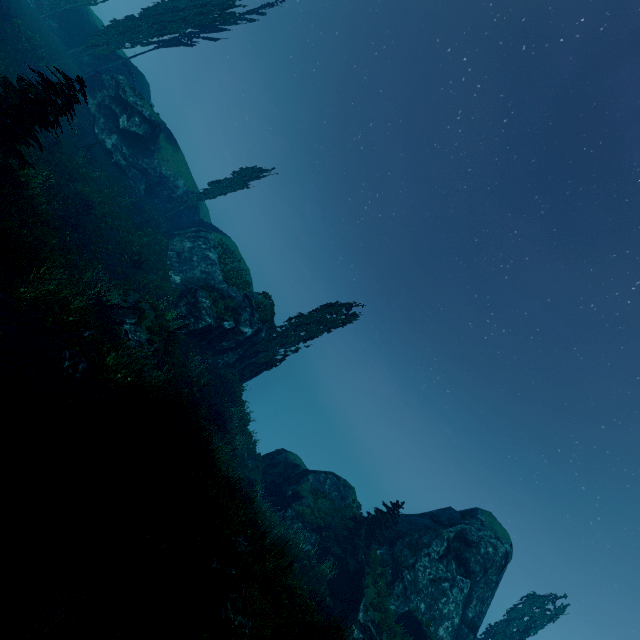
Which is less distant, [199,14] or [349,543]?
[349,543]

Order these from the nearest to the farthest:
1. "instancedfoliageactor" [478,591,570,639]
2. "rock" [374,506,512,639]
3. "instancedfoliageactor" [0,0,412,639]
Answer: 1. "instancedfoliageactor" [0,0,412,639]
2. "rock" [374,506,512,639]
3. "instancedfoliageactor" [478,591,570,639]

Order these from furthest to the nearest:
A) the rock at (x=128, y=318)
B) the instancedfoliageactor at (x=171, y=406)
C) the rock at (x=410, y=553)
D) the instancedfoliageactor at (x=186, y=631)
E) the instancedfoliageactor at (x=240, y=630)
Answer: the rock at (x=410, y=553) → the rock at (x=128, y=318) → the instancedfoliageactor at (x=171, y=406) → the instancedfoliageactor at (x=240, y=630) → the instancedfoliageactor at (x=186, y=631)

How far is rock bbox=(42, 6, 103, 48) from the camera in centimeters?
2855cm

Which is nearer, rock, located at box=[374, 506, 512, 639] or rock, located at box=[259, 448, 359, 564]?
rock, located at box=[374, 506, 512, 639]

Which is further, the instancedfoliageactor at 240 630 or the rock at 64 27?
the rock at 64 27

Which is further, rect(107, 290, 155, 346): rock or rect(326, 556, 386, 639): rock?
rect(326, 556, 386, 639): rock

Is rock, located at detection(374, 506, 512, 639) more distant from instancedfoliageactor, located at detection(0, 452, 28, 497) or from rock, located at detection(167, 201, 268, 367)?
rock, located at detection(167, 201, 268, 367)
